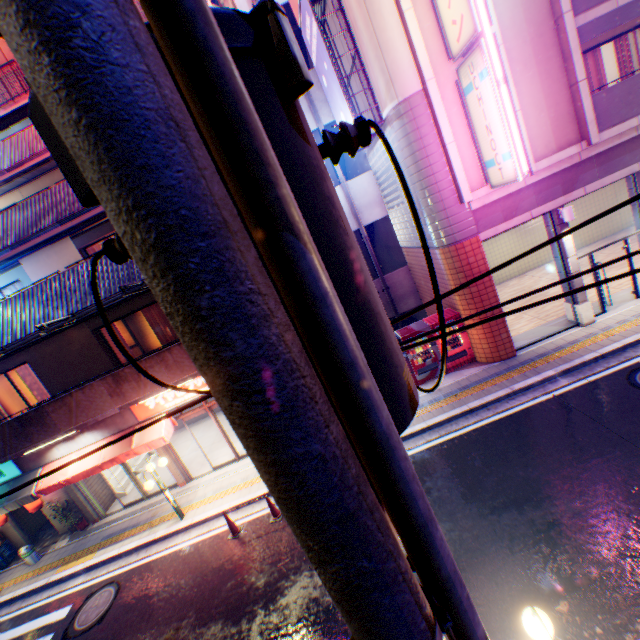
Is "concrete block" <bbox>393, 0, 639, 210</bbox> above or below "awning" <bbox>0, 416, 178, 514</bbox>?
above

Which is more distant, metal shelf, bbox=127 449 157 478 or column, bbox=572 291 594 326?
metal shelf, bbox=127 449 157 478

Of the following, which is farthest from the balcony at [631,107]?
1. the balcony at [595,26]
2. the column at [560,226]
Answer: the column at [560,226]

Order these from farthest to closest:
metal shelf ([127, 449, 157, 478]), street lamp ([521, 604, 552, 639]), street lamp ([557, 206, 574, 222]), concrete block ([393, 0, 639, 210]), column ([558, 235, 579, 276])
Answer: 1. metal shelf ([127, 449, 157, 478])
2. column ([558, 235, 579, 276])
3. street lamp ([557, 206, 574, 222])
4. concrete block ([393, 0, 639, 210])
5. street lamp ([521, 604, 552, 639])

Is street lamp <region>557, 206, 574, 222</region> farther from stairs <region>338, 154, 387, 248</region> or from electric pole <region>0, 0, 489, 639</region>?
electric pole <region>0, 0, 489, 639</region>

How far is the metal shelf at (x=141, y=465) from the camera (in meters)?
15.22

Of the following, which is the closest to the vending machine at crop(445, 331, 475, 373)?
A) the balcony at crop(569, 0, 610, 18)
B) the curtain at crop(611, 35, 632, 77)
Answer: the balcony at crop(569, 0, 610, 18)

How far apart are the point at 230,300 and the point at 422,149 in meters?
11.0
